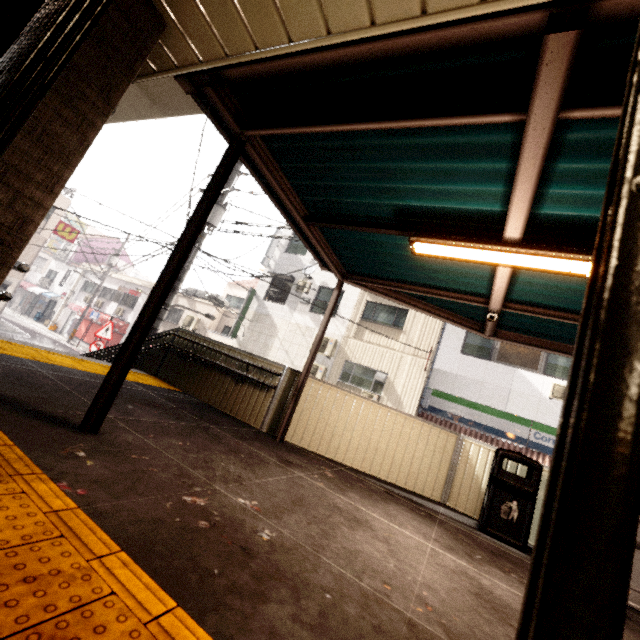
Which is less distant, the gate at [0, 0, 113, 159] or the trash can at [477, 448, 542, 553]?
the gate at [0, 0, 113, 159]

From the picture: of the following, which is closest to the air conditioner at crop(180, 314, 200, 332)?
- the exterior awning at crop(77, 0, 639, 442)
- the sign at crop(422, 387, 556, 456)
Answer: the sign at crop(422, 387, 556, 456)

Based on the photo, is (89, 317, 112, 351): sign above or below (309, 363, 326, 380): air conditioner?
below

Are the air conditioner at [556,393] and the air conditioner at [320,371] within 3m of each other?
no

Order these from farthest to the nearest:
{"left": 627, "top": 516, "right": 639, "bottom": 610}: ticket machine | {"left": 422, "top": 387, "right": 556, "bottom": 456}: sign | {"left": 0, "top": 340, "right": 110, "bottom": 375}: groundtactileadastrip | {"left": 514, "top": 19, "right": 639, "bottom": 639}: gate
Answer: {"left": 422, "top": 387, "right": 556, "bottom": 456}: sign
{"left": 0, "top": 340, "right": 110, "bottom": 375}: groundtactileadastrip
{"left": 627, "top": 516, "right": 639, "bottom": 610}: ticket machine
{"left": 514, "top": 19, "right": 639, "bottom": 639}: gate

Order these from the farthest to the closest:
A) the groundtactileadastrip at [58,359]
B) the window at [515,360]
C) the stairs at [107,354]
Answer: the window at [515,360] → the stairs at [107,354] → the groundtactileadastrip at [58,359]

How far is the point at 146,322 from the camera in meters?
2.8

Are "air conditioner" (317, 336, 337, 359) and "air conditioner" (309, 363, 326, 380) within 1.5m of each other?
yes
